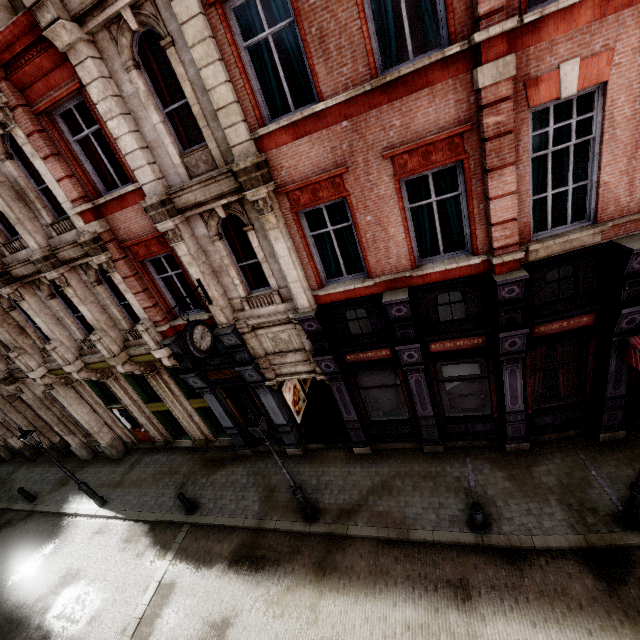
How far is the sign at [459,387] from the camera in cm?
955

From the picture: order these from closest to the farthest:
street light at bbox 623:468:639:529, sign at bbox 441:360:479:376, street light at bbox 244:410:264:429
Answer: street light at bbox 623:468:639:529 < street light at bbox 244:410:264:429 < sign at bbox 441:360:479:376

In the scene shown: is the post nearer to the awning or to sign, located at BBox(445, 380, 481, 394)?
sign, located at BBox(445, 380, 481, 394)

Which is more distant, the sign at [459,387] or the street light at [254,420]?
the sign at [459,387]

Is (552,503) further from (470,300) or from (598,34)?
(598,34)

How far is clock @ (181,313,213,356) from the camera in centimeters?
837cm

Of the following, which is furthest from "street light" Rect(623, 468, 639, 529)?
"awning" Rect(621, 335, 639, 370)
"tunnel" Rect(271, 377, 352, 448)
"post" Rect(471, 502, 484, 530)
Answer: "tunnel" Rect(271, 377, 352, 448)

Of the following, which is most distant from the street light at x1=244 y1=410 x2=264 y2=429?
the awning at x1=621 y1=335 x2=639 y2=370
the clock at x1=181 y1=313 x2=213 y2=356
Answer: the awning at x1=621 y1=335 x2=639 y2=370
